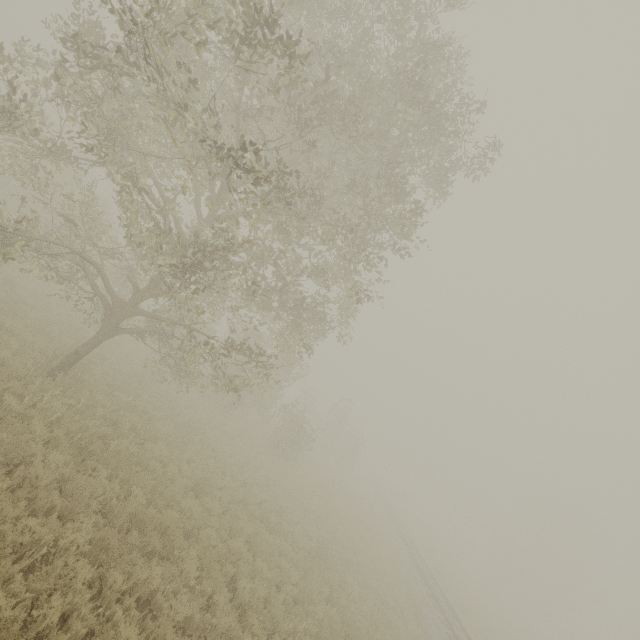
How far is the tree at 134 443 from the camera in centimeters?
926cm

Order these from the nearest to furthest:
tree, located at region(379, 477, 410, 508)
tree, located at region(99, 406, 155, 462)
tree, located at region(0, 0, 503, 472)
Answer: Answer: tree, located at region(0, 0, 503, 472) < tree, located at region(99, 406, 155, 462) < tree, located at region(379, 477, 410, 508)

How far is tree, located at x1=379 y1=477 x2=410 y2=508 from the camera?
52.8m

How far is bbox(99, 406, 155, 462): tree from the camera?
9.3 meters

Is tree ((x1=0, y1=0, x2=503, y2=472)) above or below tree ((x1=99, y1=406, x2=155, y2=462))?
above

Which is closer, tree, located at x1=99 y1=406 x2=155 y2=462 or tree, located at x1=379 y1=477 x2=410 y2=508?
tree, located at x1=99 y1=406 x2=155 y2=462

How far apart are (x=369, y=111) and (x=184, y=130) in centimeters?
719cm

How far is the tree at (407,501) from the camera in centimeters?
5281cm
